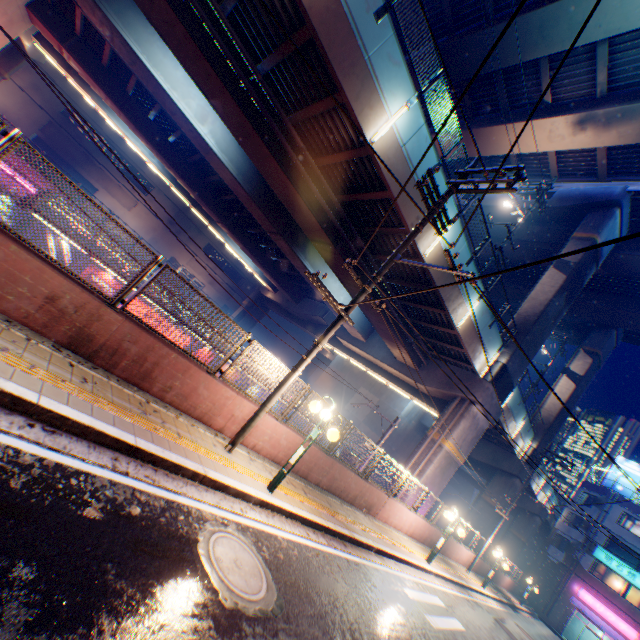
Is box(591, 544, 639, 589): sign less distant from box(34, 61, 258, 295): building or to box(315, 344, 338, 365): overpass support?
box(315, 344, 338, 365): overpass support

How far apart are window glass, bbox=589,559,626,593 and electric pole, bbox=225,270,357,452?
45.9 meters

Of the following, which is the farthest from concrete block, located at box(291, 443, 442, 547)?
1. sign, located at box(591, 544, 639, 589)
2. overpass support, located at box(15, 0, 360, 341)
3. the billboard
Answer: the billboard

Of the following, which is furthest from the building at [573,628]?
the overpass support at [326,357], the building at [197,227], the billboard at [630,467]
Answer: the building at [197,227]

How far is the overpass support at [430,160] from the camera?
11.78m

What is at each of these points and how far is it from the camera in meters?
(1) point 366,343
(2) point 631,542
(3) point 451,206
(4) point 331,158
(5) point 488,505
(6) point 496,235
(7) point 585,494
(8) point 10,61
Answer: (1) overpass support, 25.7 m
(2) building, 33.4 m
(3) overpass support, 13.4 m
(4) overpass support, 12.1 m
(5) overpass support, 27.0 m
(6) overpass support, 28.8 m
(7) building, 39.3 m
(8) overpass support, 25.2 m

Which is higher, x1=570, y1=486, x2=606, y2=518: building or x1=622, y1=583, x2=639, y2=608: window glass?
x1=570, y1=486, x2=606, y2=518: building

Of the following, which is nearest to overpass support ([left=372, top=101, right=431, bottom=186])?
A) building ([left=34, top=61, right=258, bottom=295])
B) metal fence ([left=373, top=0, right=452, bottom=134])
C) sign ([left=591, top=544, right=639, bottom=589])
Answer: metal fence ([left=373, top=0, right=452, bottom=134])
